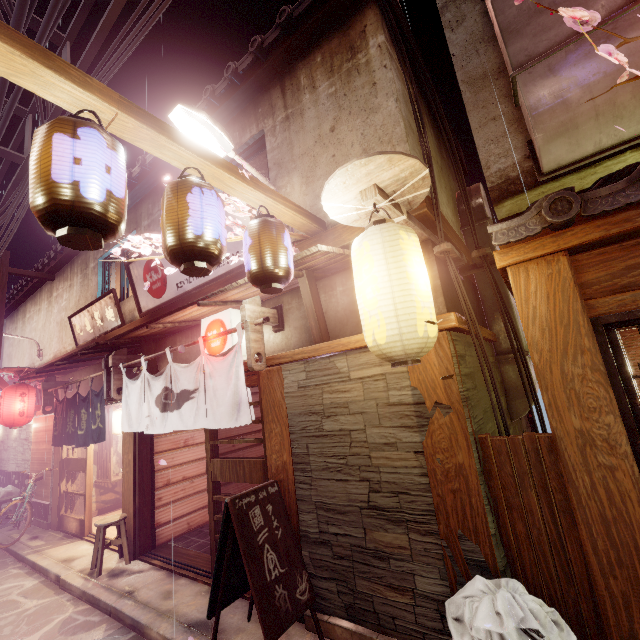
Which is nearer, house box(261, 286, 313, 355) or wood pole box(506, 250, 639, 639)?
wood pole box(506, 250, 639, 639)

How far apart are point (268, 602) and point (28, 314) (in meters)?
25.41

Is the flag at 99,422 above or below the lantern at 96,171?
below

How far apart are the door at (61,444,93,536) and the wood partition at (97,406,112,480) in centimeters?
124cm

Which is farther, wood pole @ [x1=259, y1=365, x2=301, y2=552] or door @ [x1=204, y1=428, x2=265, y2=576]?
door @ [x1=204, y1=428, x2=265, y2=576]

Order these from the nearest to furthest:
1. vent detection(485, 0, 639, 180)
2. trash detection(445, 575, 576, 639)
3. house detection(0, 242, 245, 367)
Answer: trash detection(445, 575, 576, 639) → vent detection(485, 0, 639, 180) → house detection(0, 242, 245, 367)

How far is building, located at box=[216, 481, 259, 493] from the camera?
13.4 meters

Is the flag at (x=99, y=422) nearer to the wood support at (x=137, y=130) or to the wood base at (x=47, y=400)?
the wood base at (x=47, y=400)
